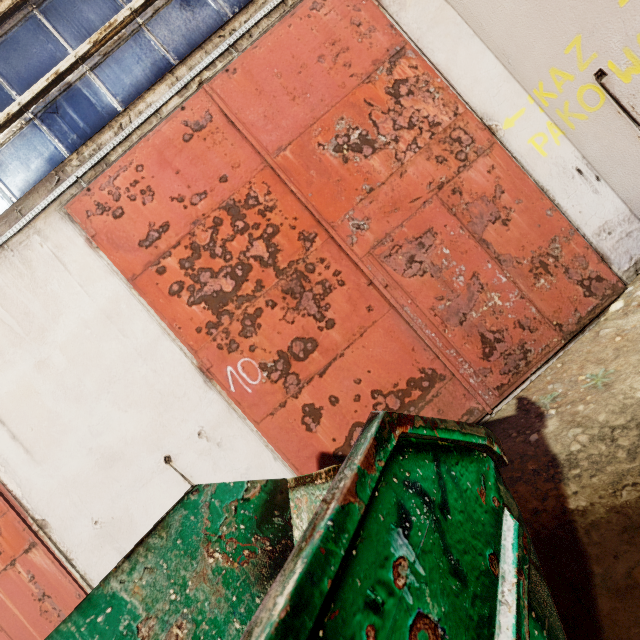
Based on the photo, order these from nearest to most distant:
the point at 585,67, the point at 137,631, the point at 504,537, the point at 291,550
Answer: the point at 504,537 → the point at 137,631 → the point at 291,550 → the point at 585,67
